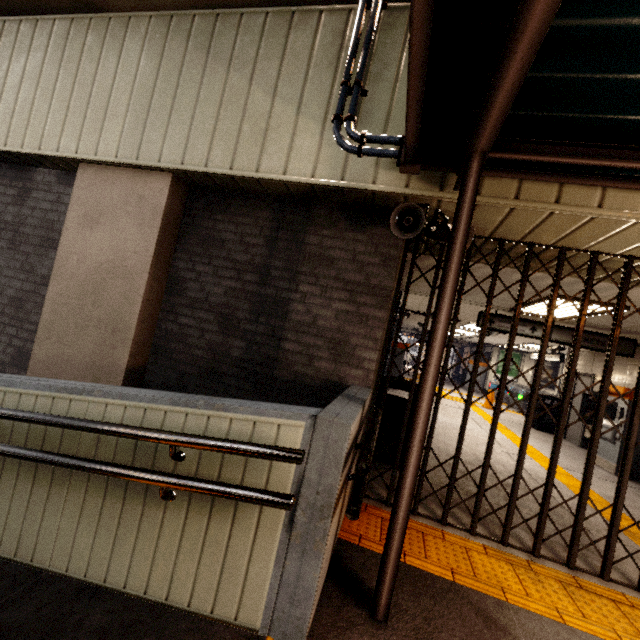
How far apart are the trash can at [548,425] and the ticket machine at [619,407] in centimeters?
290cm

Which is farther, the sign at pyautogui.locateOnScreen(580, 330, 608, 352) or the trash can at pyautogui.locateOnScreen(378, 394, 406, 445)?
the sign at pyautogui.locateOnScreen(580, 330, 608, 352)

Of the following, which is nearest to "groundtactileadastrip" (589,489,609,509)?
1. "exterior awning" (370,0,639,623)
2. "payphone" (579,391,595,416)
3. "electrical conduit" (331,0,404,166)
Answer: "exterior awning" (370,0,639,623)

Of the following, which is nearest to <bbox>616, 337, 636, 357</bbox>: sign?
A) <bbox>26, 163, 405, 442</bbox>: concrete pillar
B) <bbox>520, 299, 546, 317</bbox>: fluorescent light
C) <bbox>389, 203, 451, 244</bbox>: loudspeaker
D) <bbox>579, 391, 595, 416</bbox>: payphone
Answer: <bbox>520, 299, 546, 317</bbox>: fluorescent light

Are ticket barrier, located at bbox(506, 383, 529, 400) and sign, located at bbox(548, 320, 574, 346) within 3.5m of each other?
no

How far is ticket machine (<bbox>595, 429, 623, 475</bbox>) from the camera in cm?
679

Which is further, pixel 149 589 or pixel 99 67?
pixel 99 67

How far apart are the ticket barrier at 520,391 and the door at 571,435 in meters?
5.7 m
